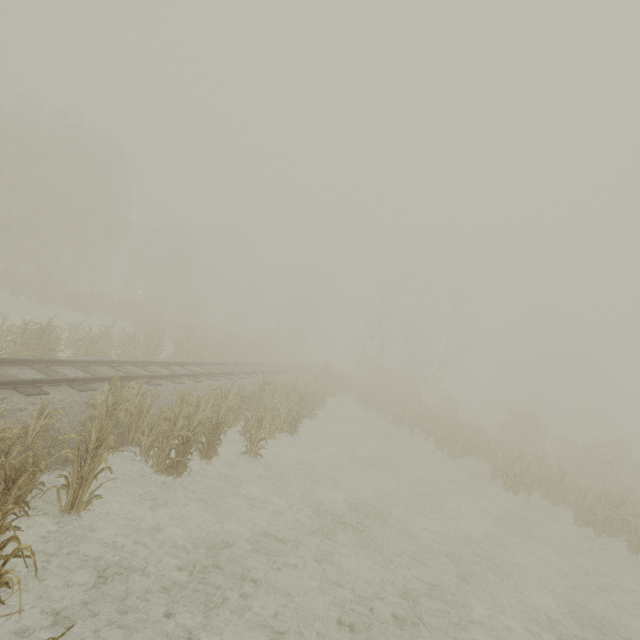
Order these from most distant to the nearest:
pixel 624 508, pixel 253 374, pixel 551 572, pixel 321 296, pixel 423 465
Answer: pixel 321 296, pixel 253 374, pixel 423 465, pixel 624 508, pixel 551 572
